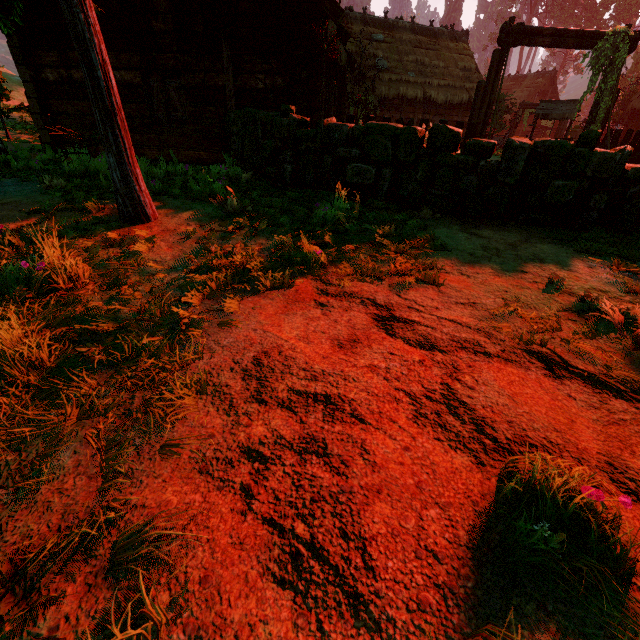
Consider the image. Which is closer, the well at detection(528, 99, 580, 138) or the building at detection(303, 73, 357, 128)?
the building at detection(303, 73, 357, 128)

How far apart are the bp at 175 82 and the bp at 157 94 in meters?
0.2 m

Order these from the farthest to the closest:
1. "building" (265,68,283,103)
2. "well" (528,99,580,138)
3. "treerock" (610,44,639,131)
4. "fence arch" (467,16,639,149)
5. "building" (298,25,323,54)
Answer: "treerock" (610,44,639,131), "well" (528,99,580,138), "fence arch" (467,16,639,149), "building" (265,68,283,103), "building" (298,25,323,54)

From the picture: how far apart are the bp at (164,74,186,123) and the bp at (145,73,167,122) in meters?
0.2

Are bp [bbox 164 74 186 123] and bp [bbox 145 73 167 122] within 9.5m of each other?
yes

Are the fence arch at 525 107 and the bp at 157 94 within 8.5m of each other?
no

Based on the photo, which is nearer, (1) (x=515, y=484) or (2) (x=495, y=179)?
(1) (x=515, y=484)

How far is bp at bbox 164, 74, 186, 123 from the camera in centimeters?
860cm
